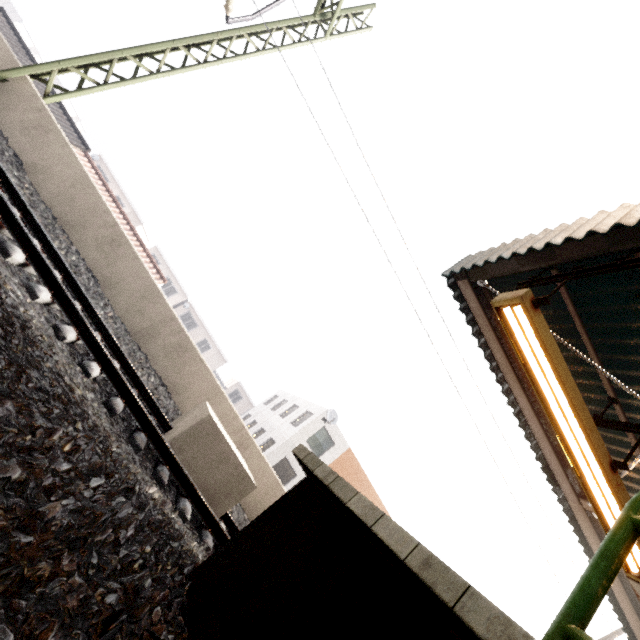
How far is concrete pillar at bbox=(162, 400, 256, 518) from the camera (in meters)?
4.55

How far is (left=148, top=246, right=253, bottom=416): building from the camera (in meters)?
40.53

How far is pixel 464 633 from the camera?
1.01m

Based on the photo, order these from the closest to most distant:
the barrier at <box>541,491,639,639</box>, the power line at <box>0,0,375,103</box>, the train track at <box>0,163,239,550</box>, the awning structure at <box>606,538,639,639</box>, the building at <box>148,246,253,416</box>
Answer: the barrier at <box>541,491,639,639</box>
the train track at <box>0,163,239,550</box>
the awning structure at <box>606,538,639,639</box>
the power line at <box>0,0,375,103</box>
the building at <box>148,246,253,416</box>

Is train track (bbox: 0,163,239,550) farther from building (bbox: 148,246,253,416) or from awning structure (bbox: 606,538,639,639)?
building (bbox: 148,246,253,416)

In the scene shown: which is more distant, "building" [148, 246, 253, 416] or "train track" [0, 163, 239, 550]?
"building" [148, 246, 253, 416]

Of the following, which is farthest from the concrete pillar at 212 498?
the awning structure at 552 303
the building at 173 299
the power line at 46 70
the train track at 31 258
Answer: the building at 173 299

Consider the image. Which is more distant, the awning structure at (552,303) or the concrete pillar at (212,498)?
the concrete pillar at (212,498)
